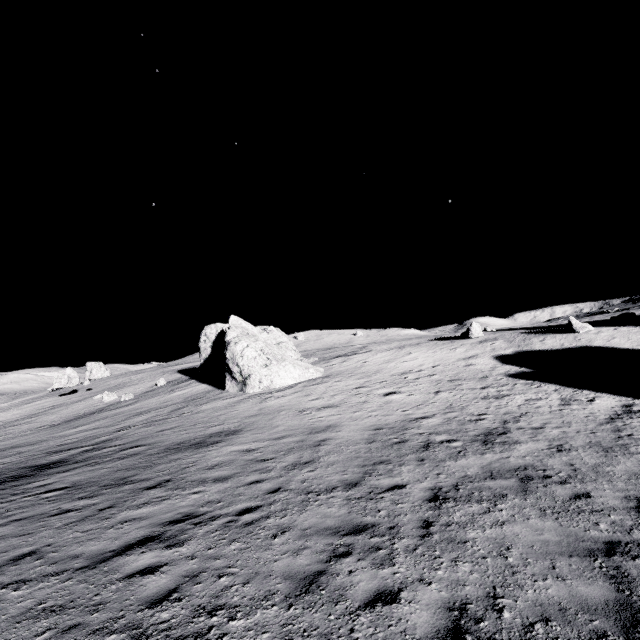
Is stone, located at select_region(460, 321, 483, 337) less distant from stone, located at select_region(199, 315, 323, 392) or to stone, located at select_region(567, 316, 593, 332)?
stone, located at select_region(567, 316, 593, 332)

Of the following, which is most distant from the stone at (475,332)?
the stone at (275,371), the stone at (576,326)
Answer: the stone at (275,371)

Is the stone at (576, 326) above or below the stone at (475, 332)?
below

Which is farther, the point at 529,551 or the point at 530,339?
the point at 530,339

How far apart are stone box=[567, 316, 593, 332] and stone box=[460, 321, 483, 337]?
7.29m

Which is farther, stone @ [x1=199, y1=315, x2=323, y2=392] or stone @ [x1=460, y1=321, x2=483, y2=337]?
A: stone @ [x1=460, y1=321, x2=483, y2=337]
